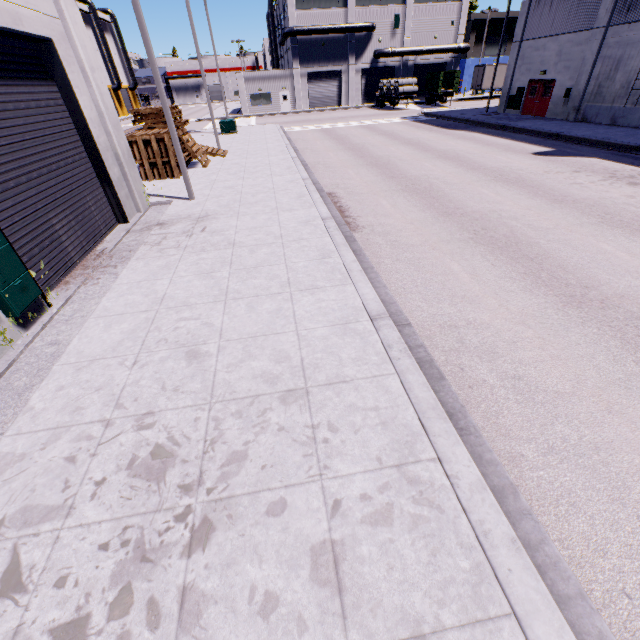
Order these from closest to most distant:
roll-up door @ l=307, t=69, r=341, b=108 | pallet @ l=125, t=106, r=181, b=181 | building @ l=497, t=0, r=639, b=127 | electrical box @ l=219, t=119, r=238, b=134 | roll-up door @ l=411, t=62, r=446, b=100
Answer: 1. pallet @ l=125, t=106, r=181, b=181
2. building @ l=497, t=0, r=639, b=127
3. electrical box @ l=219, t=119, r=238, b=134
4. roll-up door @ l=307, t=69, r=341, b=108
5. roll-up door @ l=411, t=62, r=446, b=100

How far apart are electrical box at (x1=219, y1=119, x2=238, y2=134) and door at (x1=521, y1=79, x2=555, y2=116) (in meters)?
24.24

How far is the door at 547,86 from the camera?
24.3m

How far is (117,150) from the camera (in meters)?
10.09

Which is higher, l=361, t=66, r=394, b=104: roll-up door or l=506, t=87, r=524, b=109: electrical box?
l=361, t=66, r=394, b=104: roll-up door

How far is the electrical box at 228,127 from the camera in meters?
27.5 m

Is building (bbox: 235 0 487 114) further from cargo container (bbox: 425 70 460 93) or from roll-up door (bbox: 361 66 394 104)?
cargo container (bbox: 425 70 460 93)

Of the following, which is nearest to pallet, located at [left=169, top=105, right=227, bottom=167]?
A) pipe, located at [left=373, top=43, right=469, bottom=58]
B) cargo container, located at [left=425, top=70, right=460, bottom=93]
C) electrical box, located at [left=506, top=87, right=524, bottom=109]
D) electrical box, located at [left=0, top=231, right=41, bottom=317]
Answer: electrical box, located at [left=506, top=87, right=524, bottom=109]
